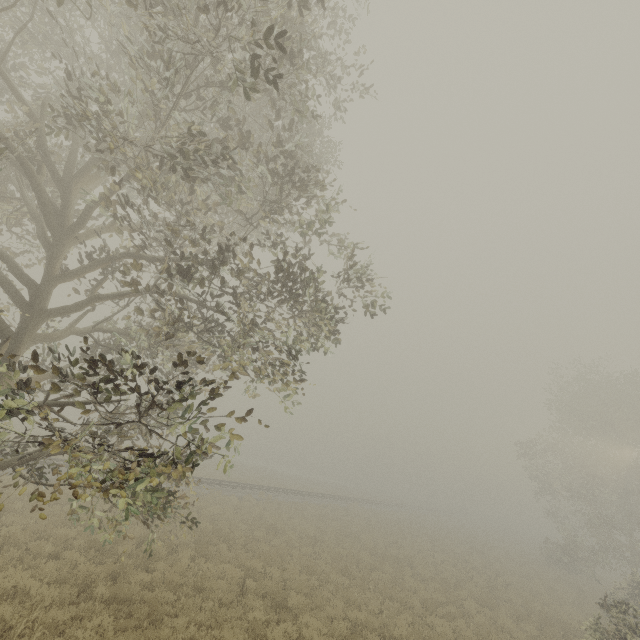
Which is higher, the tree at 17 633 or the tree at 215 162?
the tree at 215 162

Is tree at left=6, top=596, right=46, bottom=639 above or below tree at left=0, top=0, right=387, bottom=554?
below

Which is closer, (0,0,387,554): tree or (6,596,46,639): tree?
(0,0,387,554): tree

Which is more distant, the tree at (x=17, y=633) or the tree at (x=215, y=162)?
the tree at (x=17, y=633)

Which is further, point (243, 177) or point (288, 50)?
point (288, 50)
